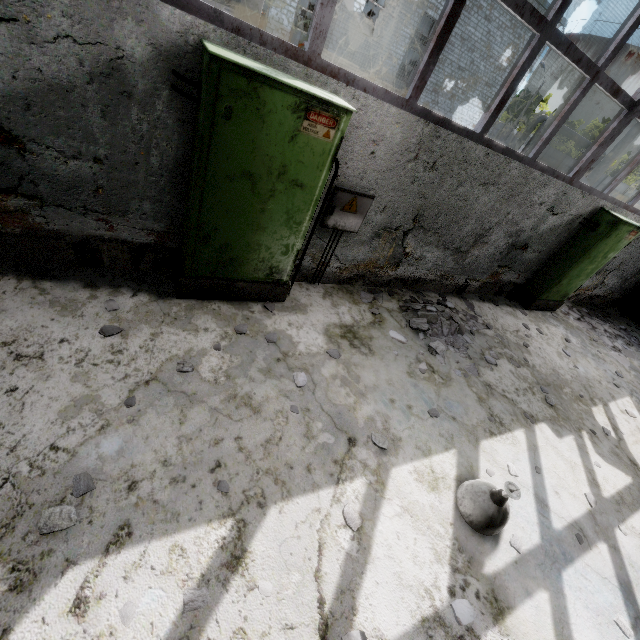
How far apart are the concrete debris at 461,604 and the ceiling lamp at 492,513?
0.6 meters

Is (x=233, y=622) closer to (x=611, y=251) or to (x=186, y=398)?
(x=186, y=398)

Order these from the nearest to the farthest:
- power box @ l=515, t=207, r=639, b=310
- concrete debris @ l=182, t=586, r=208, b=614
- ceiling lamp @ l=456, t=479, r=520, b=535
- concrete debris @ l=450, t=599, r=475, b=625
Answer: concrete debris @ l=182, t=586, r=208, b=614
concrete debris @ l=450, t=599, r=475, b=625
ceiling lamp @ l=456, t=479, r=520, b=535
power box @ l=515, t=207, r=639, b=310

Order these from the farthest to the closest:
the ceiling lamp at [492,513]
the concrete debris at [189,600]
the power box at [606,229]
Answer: the power box at [606,229] → the ceiling lamp at [492,513] → the concrete debris at [189,600]

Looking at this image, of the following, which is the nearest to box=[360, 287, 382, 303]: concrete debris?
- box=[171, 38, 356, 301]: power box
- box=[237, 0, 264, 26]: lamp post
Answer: box=[171, 38, 356, 301]: power box

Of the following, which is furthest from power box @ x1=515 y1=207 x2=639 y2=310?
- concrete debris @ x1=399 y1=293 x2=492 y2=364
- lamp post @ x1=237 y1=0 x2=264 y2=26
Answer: lamp post @ x1=237 y1=0 x2=264 y2=26

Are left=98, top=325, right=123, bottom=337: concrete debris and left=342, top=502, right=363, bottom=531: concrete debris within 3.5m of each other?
yes

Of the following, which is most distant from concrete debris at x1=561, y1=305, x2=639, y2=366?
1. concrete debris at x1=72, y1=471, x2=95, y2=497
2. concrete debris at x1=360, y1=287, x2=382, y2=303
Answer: concrete debris at x1=72, y1=471, x2=95, y2=497
